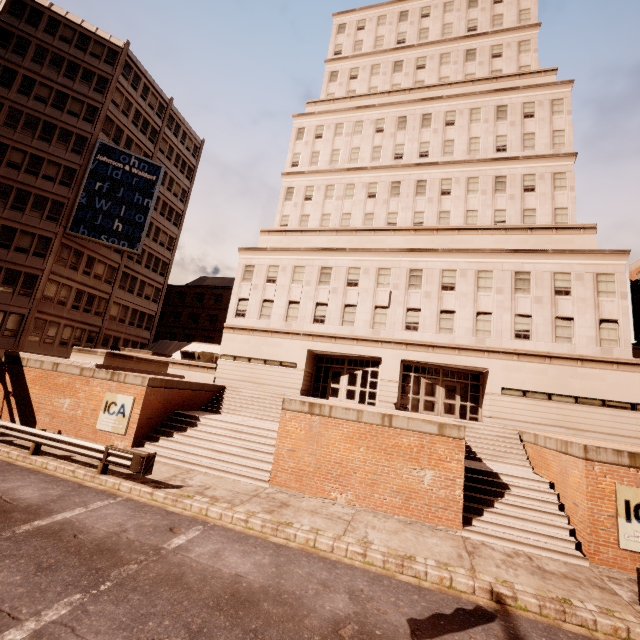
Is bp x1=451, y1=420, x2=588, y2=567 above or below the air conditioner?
below

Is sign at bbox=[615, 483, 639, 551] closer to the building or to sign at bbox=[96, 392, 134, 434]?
the building

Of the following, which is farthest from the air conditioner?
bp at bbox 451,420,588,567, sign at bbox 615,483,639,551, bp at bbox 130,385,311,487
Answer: sign at bbox 615,483,639,551

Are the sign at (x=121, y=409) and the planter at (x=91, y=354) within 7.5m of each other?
yes

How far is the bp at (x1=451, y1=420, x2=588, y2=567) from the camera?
10.1m

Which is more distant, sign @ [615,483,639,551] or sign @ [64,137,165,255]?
sign @ [64,137,165,255]

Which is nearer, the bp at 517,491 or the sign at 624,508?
the sign at 624,508

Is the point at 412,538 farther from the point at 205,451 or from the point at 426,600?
the point at 205,451
